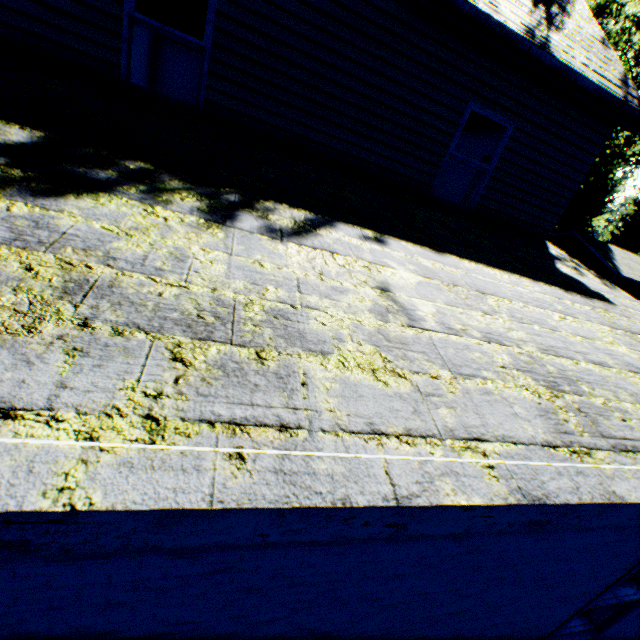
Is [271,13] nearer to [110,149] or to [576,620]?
[110,149]

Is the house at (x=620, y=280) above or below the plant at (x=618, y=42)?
below

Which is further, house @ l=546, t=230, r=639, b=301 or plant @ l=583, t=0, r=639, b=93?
house @ l=546, t=230, r=639, b=301

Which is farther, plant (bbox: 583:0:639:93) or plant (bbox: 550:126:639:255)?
plant (bbox: 550:126:639:255)

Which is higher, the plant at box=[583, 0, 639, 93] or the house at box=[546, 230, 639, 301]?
the plant at box=[583, 0, 639, 93]

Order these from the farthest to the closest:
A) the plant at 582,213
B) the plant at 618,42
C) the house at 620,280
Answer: the house at 620,280 < the plant at 582,213 < the plant at 618,42

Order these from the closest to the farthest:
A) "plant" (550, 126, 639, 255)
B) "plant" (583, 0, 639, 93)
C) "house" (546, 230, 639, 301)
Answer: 1. "plant" (583, 0, 639, 93)
2. "plant" (550, 126, 639, 255)
3. "house" (546, 230, 639, 301)
